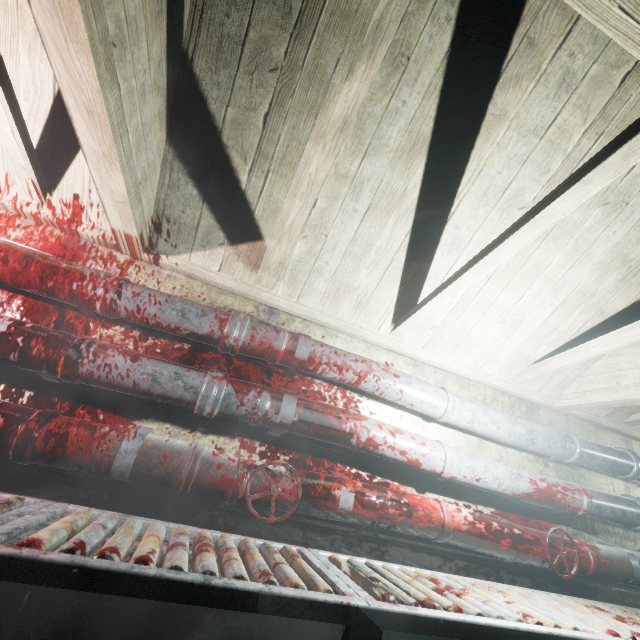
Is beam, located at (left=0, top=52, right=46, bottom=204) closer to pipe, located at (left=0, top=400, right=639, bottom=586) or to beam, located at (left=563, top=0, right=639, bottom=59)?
beam, located at (left=563, top=0, right=639, bottom=59)

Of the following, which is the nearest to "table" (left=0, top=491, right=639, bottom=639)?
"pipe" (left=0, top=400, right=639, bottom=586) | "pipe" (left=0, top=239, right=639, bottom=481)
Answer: "pipe" (left=0, top=400, right=639, bottom=586)

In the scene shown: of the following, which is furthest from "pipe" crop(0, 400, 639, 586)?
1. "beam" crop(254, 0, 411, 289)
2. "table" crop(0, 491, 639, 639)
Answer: "beam" crop(254, 0, 411, 289)

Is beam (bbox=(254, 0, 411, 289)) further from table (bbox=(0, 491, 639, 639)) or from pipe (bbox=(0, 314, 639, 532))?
table (bbox=(0, 491, 639, 639))

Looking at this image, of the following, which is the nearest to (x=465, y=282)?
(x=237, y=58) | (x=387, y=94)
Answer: (x=387, y=94)

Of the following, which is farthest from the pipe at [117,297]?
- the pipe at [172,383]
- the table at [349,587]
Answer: the table at [349,587]

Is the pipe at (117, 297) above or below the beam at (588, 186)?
below

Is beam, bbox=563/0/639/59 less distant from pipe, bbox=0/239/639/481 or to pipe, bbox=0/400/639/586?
pipe, bbox=0/239/639/481
